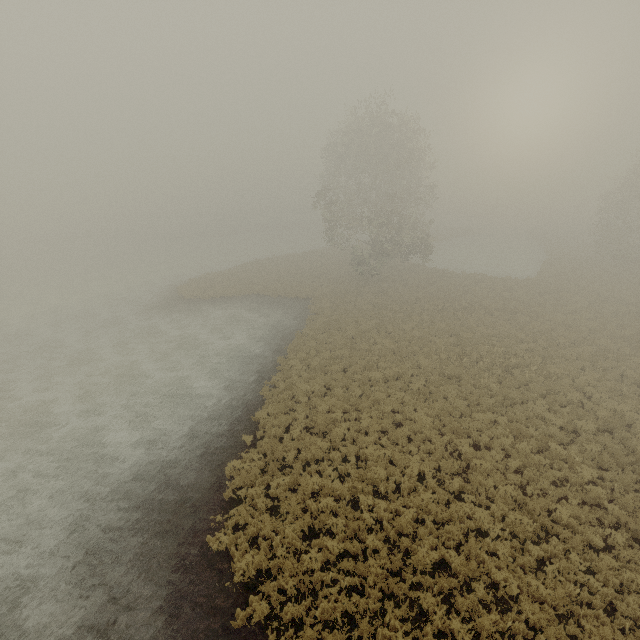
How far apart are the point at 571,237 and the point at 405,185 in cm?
4178
